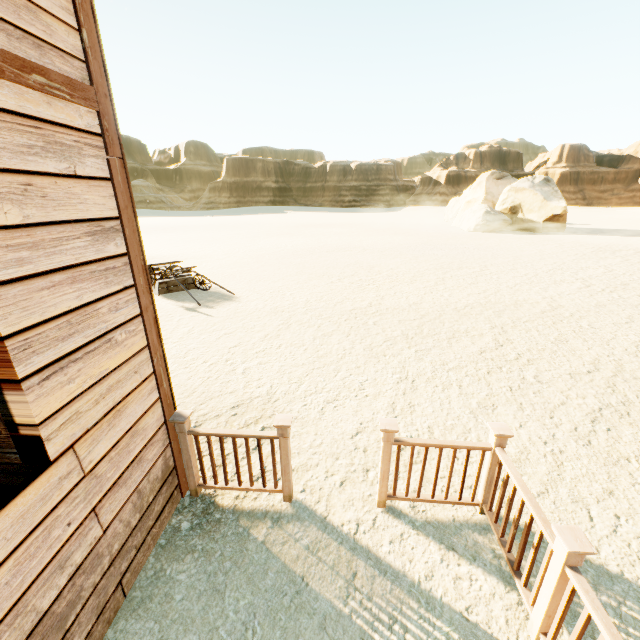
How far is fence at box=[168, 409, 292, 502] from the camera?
3.1 meters

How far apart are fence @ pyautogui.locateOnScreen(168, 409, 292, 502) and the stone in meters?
32.7 m

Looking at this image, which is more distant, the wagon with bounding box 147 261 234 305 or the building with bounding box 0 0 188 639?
the wagon with bounding box 147 261 234 305

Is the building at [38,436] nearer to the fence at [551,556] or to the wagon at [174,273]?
the fence at [551,556]

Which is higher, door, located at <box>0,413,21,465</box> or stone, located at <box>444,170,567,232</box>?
stone, located at <box>444,170,567,232</box>

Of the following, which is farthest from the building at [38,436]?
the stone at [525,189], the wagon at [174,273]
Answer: the stone at [525,189]

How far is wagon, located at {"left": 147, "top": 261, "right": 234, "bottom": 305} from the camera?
10.51m

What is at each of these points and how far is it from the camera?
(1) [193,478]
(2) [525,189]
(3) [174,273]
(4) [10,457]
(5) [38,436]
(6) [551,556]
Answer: (1) fence, 3.4 meters
(2) stone, 28.5 meters
(3) wagon, 11.2 meters
(4) door, 3.4 meters
(5) building, 1.9 meters
(6) fence, 2.2 meters
